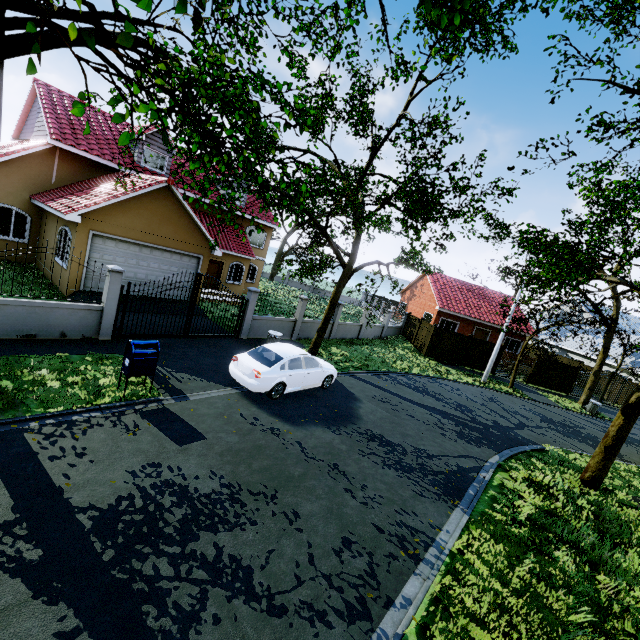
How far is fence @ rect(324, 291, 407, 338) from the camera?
21.2 meters

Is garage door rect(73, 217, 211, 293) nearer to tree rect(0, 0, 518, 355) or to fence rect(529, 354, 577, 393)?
tree rect(0, 0, 518, 355)

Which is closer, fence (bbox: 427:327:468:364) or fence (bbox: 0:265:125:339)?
fence (bbox: 0:265:125:339)

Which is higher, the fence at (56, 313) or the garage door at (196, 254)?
the garage door at (196, 254)

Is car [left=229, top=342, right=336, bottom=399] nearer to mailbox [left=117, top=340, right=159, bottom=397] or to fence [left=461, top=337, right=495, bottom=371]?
mailbox [left=117, top=340, right=159, bottom=397]

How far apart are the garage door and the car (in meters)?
7.67

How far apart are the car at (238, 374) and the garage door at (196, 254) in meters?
7.7 m

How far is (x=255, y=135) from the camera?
4.93m
